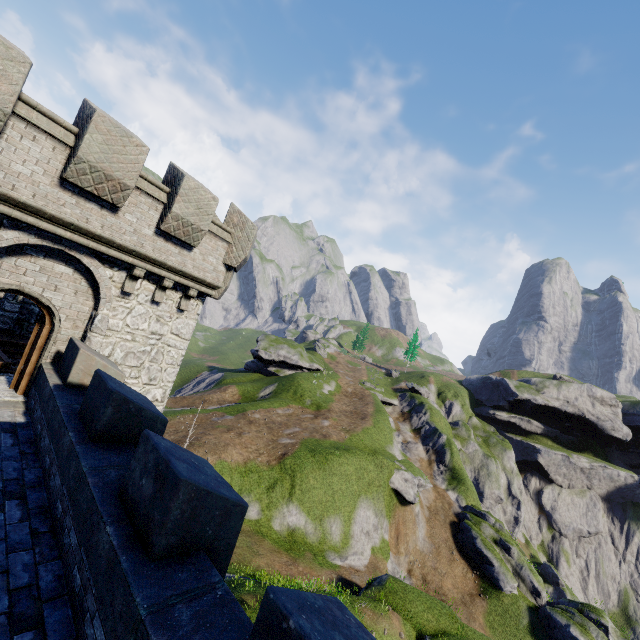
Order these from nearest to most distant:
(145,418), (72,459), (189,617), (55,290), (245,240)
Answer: (189,617) → (72,459) → (145,418) → (55,290) → (245,240)

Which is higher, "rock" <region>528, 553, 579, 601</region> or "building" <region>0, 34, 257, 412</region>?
"building" <region>0, 34, 257, 412</region>

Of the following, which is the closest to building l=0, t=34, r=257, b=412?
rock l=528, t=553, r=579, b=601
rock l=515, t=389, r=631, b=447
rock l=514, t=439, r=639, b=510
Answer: rock l=528, t=553, r=579, b=601

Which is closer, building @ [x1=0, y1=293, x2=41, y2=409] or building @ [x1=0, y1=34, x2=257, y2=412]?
building @ [x1=0, y1=34, x2=257, y2=412]

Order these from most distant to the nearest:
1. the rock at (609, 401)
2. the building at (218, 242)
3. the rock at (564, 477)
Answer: the rock at (609, 401)
the rock at (564, 477)
the building at (218, 242)

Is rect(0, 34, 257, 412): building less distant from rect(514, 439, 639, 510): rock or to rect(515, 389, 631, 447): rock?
rect(515, 389, 631, 447): rock

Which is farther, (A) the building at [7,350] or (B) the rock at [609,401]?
(B) the rock at [609,401]

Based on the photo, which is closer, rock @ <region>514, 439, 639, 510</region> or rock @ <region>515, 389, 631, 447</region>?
rock @ <region>514, 439, 639, 510</region>
